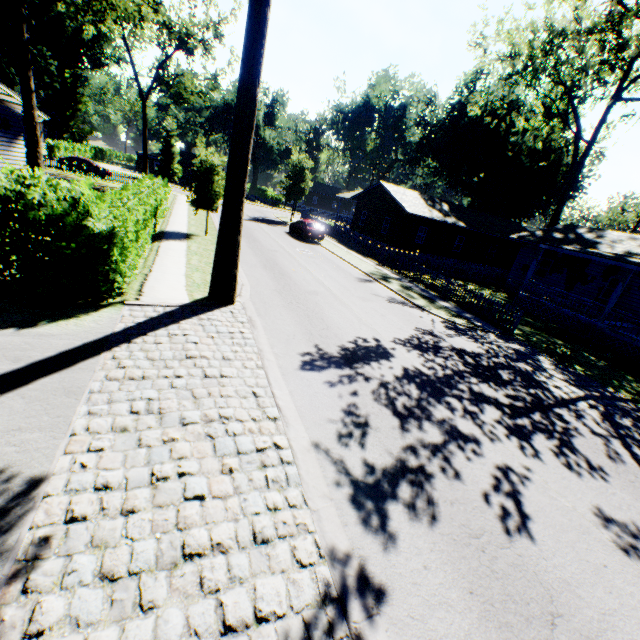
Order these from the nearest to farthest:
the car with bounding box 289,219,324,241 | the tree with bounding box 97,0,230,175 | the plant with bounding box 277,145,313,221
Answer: the car with bounding box 289,219,324,241
the tree with bounding box 97,0,230,175
the plant with bounding box 277,145,313,221

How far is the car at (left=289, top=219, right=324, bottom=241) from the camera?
28.0 meters

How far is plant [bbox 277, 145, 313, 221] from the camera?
37.28m

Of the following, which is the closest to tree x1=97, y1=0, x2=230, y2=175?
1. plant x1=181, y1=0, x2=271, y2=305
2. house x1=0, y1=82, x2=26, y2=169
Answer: house x1=0, y1=82, x2=26, y2=169

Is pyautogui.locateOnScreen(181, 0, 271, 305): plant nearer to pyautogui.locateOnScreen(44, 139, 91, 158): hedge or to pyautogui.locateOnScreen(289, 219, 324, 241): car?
pyautogui.locateOnScreen(289, 219, 324, 241): car

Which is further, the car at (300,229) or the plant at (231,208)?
the car at (300,229)

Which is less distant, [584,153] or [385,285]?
[385,285]

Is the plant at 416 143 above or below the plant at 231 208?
above
